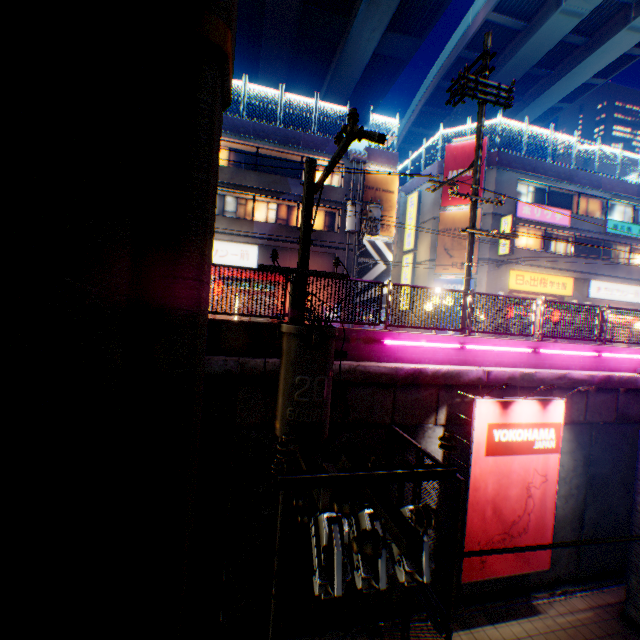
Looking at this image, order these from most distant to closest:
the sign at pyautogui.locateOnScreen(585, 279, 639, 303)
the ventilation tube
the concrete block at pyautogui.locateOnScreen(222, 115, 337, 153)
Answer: the sign at pyautogui.locateOnScreen(585, 279, 639, 303), the ventilation tube, the concrete block at pyautogui.locateOnScreen(222, 115, 337, 153)

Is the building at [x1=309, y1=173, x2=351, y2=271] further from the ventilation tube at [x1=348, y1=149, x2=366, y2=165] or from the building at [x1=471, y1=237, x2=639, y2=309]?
the building at [x1=471, y1=237, x2=639, y2=309]

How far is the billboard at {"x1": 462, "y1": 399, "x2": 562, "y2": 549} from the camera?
7.5m

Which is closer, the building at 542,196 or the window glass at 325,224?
the building at 542,196

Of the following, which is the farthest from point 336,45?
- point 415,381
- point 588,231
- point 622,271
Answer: point 415,381

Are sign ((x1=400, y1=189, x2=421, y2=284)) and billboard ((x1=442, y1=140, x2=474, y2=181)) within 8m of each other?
yes

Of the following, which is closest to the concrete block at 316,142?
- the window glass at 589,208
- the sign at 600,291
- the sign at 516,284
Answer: the sign at 516,284

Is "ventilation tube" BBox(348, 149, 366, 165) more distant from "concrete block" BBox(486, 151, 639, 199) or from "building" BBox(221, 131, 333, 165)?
"concrete block" BBox(486, 151, 639, 199)
